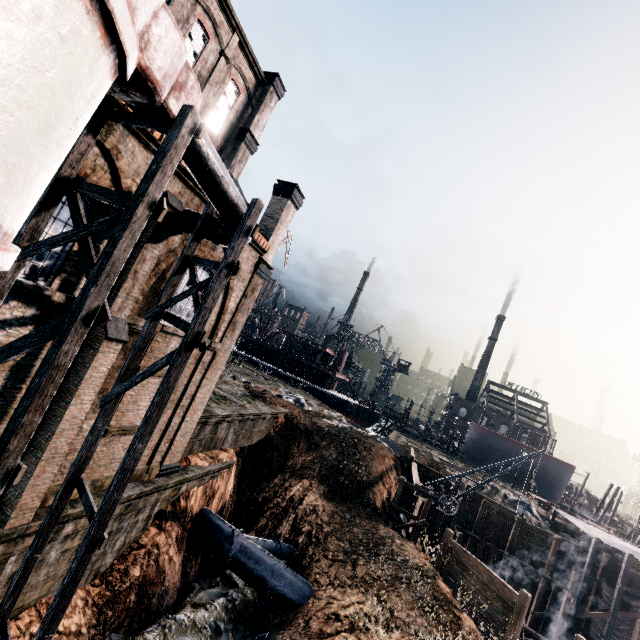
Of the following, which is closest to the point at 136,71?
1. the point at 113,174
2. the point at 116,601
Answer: the point at 113,174

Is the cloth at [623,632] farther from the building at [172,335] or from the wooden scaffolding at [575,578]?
the building at [172,335]

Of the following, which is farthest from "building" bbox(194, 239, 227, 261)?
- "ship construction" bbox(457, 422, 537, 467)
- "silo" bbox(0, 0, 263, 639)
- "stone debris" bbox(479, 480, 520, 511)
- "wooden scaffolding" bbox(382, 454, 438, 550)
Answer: "ship construction" bbox(457, 422, 537, 467)

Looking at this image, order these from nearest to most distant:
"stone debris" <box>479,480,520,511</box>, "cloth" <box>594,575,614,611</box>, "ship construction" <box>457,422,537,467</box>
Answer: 1. "cloth" <box>594,575,614,611</box>
2. "stone debris" <box>479,480,520,511</box>
3. "ship construction" <box>457,422,537,467</box>

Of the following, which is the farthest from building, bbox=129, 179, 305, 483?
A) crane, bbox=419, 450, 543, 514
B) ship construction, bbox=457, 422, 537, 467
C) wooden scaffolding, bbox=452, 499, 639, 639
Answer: ship construction, bbox=457, 422, 537, 467

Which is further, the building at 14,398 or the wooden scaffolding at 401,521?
the wooden scaffolding at 401,521

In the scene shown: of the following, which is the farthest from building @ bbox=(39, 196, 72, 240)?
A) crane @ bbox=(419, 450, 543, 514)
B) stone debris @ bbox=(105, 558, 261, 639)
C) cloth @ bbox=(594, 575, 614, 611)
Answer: cloth @ bbox=(594, 575, 614, 611)

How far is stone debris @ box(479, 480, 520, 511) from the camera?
32.4m
